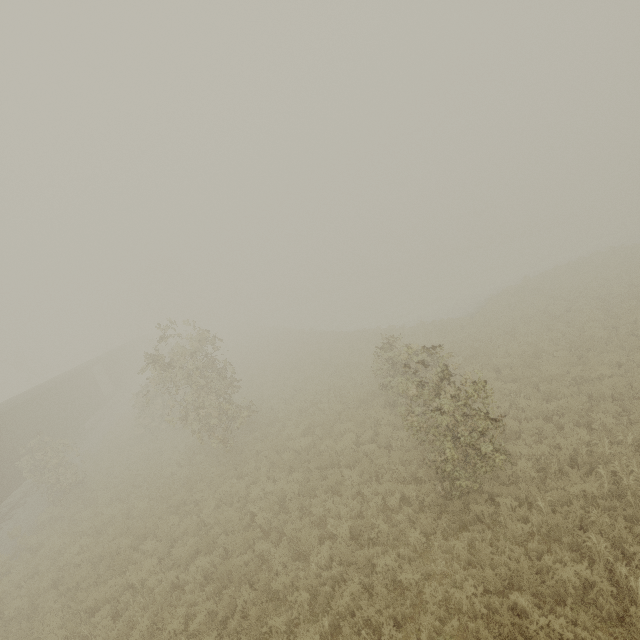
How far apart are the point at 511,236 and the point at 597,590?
64.89m
